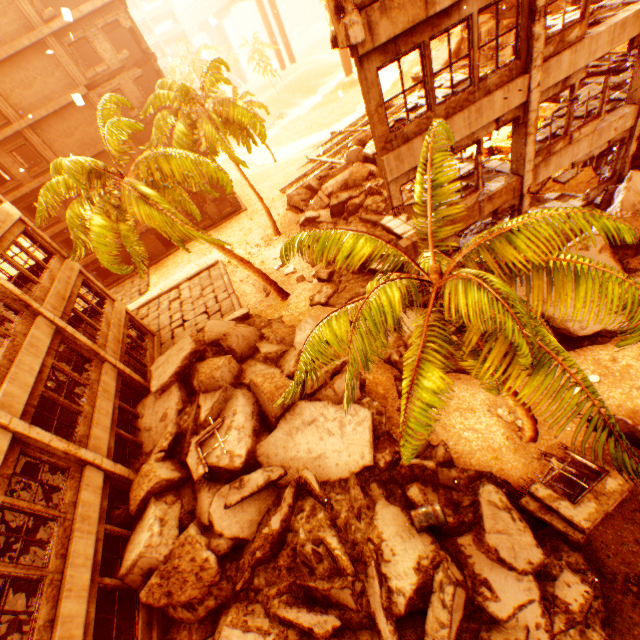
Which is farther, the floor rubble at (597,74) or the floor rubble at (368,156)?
the floor rubble at (597,74)

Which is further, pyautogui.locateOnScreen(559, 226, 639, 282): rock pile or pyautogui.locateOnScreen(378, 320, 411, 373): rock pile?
pyautogui.locateOnScreen(378, 320, 411, 373): rock pile

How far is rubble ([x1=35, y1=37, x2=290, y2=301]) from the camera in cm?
1262

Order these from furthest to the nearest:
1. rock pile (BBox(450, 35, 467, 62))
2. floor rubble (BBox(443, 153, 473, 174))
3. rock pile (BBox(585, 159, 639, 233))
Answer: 1. rock pile (BBox(450, 35, 467, 62))
2. floor rubble (BBox(443, 153, 473, 174))
3. rock pile (BBox(585, 159, 639, 233))

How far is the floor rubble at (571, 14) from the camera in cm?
1065

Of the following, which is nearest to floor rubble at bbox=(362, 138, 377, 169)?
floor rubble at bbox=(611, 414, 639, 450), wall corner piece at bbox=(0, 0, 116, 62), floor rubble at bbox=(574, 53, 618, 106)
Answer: floor rubble at bbox=(574, 53, 618, 106)

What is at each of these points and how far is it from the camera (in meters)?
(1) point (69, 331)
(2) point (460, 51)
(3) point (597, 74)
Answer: (1) pillar, 12.57
(2) rock pile, 28.30
(3) floor rubble, 13.77
